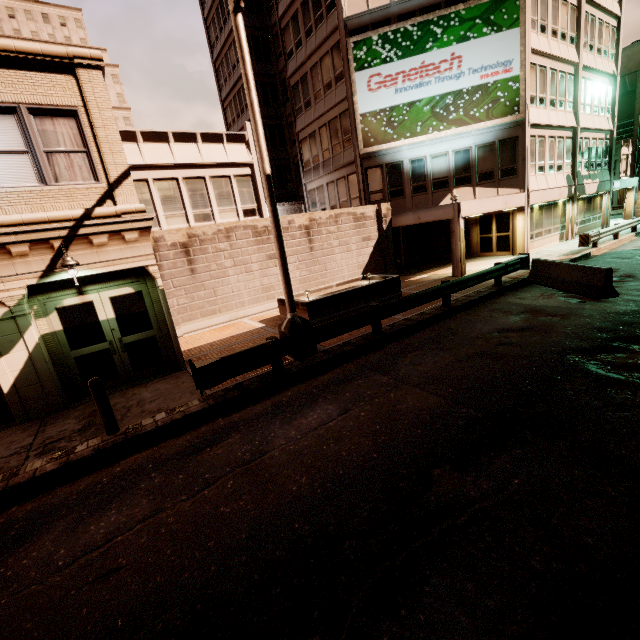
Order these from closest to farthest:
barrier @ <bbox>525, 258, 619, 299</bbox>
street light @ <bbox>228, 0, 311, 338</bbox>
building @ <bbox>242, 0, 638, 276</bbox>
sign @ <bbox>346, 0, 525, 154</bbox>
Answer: street light @ <bbox>228, 0, 311, 338</bbox>, barrier @ <bbox>525, 258, 619, 299</bbox>, sign @ <bbox>346, 0, 525, 154</bbox>, building @ <bbox>242, 0, 638, 276</bbox>

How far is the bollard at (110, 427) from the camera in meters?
6.4 m

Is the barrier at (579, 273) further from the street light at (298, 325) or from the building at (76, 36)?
the street light at (298, 325)

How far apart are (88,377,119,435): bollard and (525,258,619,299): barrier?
13.91m

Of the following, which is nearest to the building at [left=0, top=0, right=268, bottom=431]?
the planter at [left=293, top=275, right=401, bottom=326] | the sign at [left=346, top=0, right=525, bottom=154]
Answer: the sign at [left=346, top=0, right=525, bottom=154]

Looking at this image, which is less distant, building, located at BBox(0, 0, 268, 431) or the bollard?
the bollard

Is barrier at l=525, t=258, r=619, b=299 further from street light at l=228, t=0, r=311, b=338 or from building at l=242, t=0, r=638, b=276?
street light at l=228, t=0, r=311, b=338

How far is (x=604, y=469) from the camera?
4.08m
